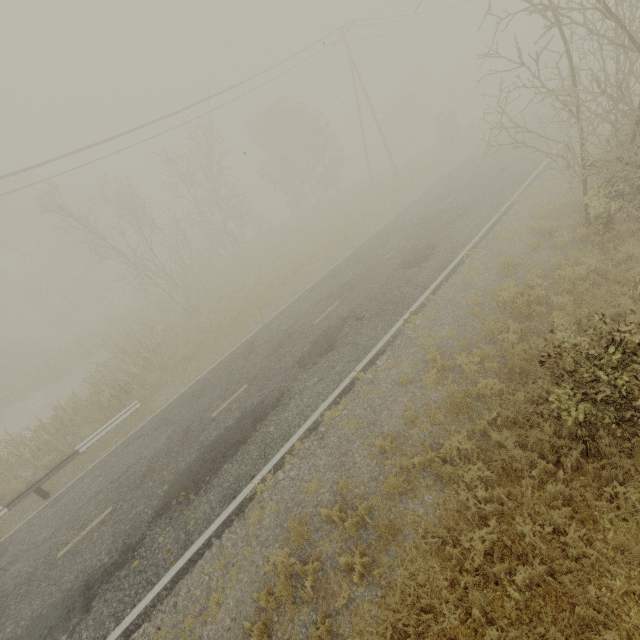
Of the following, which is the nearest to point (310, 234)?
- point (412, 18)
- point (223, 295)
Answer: point (223, 295)
